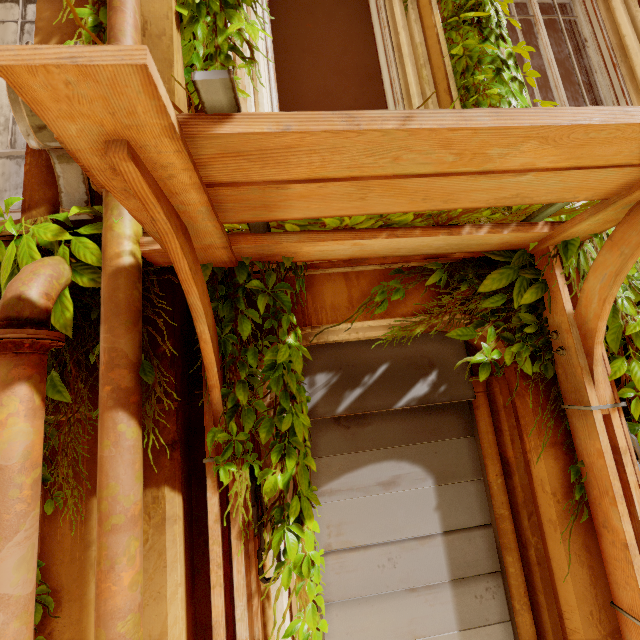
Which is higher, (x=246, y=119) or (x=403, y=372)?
(x=246, y=119)

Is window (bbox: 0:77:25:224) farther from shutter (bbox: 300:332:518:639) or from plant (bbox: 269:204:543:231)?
shutter (bbox: 300:332:518:639)

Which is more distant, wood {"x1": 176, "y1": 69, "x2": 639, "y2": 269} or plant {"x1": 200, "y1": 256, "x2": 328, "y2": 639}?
plant {"x1": 200, "y1": 256, "x2": 328, "y2": 639}

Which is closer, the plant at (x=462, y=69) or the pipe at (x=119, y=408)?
the pipe at (x=119, y=408)

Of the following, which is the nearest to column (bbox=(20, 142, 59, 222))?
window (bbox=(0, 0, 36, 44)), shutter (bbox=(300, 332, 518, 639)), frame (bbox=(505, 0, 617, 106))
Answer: window (bbox=(0, 0, 36, 44))

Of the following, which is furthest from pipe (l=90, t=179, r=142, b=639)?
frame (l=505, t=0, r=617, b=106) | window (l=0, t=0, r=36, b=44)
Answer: frame (l=505, t=0, r=617, b=106)

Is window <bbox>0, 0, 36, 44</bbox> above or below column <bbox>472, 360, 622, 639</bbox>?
above

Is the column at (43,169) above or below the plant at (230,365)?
above
